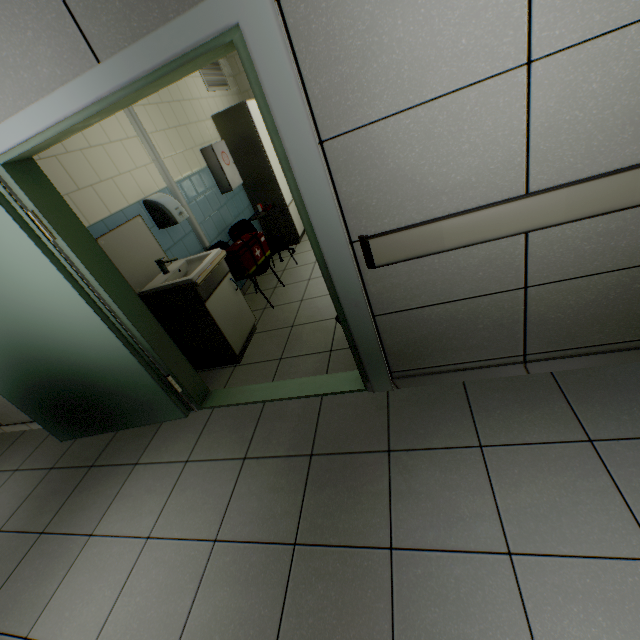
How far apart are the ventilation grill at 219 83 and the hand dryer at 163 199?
2.4 meters

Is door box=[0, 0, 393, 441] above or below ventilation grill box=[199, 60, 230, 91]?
below

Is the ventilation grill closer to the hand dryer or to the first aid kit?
the first aid kit

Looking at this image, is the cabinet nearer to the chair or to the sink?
the sink

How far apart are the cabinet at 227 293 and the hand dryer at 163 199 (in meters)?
0.69

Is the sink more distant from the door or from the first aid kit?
the first aid kit

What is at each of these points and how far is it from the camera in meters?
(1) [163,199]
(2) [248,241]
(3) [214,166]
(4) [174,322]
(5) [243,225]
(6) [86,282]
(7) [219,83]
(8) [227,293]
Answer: (1) hand dryer, 3.1
(2) medical bag, 3.7
(3) first aid kit, 4.2
(4) sink, 2.9
(5) chair, 4.4
(6) door, 2.1
(7) ventilation grill, 4.9
(8) cabinet, 3.1

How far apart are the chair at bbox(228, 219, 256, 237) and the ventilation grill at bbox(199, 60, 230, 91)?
2.0 meters
